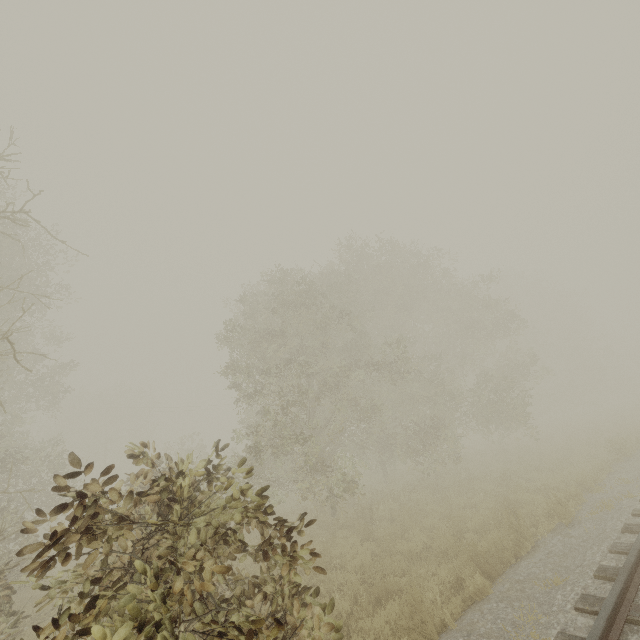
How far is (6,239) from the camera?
13.77m
